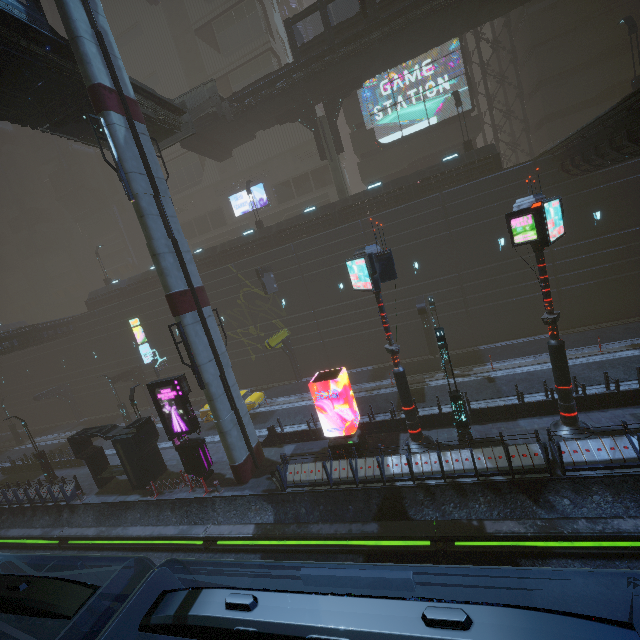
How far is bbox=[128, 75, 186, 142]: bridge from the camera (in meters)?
17.16

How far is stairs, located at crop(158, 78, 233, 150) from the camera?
20.5m

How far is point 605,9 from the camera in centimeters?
2703cm

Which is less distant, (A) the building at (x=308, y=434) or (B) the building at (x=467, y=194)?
(A) the building at (x=308, y=434)

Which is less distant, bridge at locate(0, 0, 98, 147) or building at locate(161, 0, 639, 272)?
bridge at locate(0, 0, 98, 147)

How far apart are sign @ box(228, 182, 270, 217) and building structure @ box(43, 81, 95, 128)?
27.38m

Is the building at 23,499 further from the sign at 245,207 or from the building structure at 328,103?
the building structure at 328,103

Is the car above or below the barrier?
above
